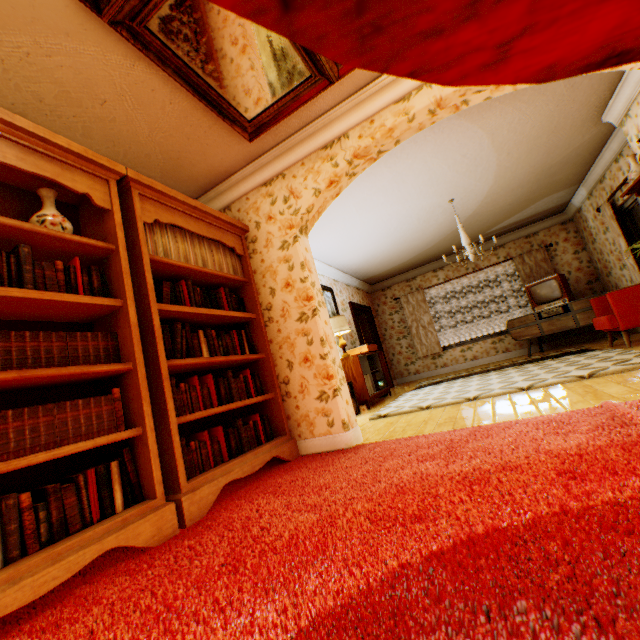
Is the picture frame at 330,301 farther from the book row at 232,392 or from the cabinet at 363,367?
the book row at 232,392

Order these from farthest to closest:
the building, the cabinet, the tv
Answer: the tv < the cabinet < the building

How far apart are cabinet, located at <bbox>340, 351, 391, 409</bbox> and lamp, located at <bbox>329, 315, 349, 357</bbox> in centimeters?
1cm

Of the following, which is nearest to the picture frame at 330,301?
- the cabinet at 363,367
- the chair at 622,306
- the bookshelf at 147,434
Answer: the cabinet at 363,367

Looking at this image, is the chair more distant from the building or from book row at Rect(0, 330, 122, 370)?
book row at Rect(0, 330, 122, 370)

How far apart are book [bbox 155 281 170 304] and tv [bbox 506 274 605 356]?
Result: 7.7m

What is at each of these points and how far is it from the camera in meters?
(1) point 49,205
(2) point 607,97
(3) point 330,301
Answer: (1) vase, 2.1
(2) building, 4.1
(3) picture frame, 7.1

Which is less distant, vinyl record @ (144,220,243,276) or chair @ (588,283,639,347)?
vinyl record @ (144,220,243,276)
